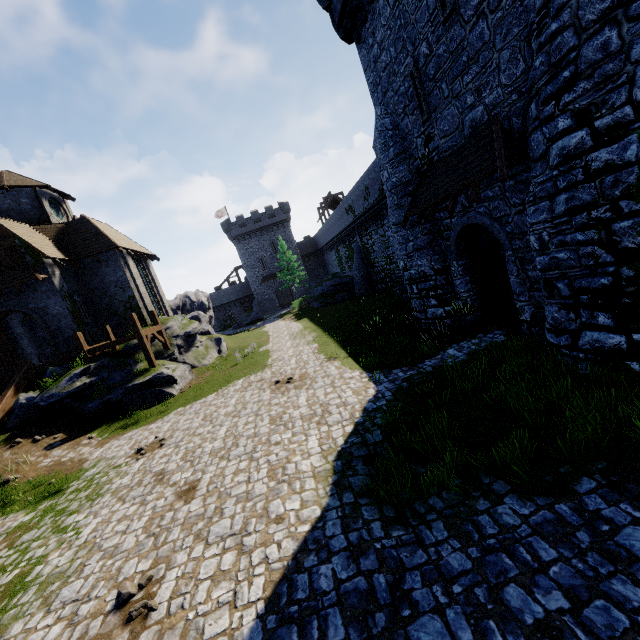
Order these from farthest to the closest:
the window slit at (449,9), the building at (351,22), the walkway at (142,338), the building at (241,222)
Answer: the building at (241,222) < the walkway at (142,338) < the window slit at (449,9) < the building at (351,22)

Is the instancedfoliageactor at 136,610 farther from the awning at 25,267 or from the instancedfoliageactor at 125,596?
the awning at 25,267

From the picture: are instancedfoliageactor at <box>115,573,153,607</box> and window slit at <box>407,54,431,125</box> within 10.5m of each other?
no

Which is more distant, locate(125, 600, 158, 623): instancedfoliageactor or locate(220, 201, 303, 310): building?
locate(220, 201, 303, 310): building

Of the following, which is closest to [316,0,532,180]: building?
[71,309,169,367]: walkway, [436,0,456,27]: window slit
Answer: [436,0,456,27]: window slit

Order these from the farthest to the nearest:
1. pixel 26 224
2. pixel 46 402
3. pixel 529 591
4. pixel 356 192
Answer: pixel 356 192 < pixel 26 224 < pixel 46 402 < pixel 529 591

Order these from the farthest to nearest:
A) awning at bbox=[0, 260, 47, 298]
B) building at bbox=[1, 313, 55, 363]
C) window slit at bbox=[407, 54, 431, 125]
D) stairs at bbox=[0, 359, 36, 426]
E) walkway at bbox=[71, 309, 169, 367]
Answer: building at bbox=[1, 313, 55, 363], awning at bbox=[0, 260, 47, 298], walkway at bbox=[71, 309, 169, 367], stairs at bbox=[0, 359, 36, 426], window slit at bbox=[407, 54, 431, 125]

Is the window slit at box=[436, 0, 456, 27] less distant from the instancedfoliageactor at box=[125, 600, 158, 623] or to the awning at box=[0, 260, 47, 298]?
the instancedfoliageactor at box=[125, 600, 158, 623]
